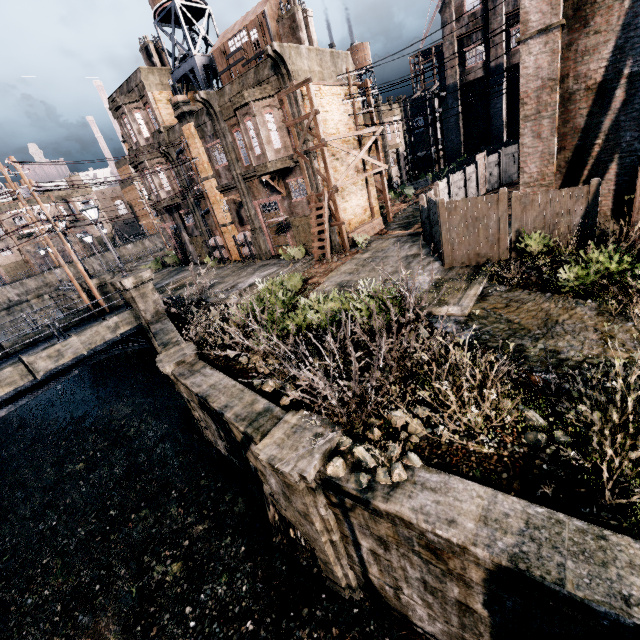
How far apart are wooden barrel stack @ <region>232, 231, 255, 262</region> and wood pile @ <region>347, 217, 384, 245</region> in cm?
878

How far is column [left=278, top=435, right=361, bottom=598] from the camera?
6.5m

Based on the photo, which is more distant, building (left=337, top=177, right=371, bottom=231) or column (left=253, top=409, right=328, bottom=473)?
building (left=337, top=177, right=371, bottom=231)

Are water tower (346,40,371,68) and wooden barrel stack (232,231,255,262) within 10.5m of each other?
no

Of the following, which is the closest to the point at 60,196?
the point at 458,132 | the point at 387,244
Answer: the point at 387,244

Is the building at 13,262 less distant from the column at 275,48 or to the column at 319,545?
the column at 275,48

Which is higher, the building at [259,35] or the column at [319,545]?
the building at [259,35]

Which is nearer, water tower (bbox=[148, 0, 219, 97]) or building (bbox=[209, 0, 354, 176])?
building (bbox=[209, 0, 354, 176])
